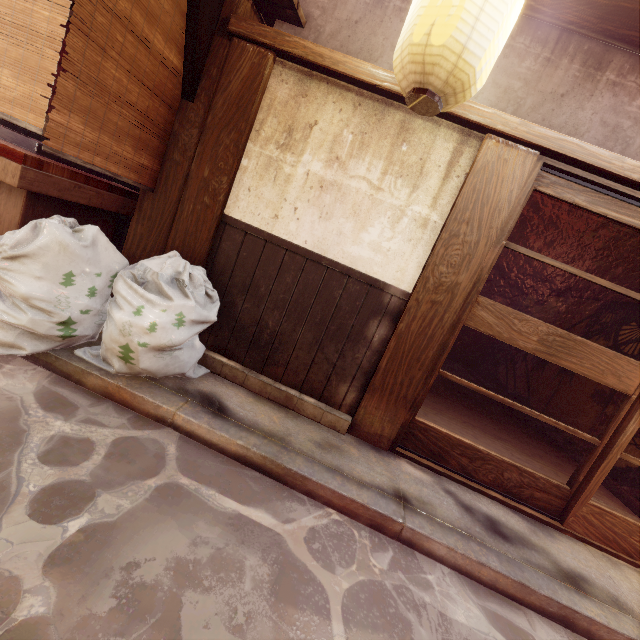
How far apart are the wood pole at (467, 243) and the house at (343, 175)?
0.0 meters

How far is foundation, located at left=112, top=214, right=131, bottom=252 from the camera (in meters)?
6.16

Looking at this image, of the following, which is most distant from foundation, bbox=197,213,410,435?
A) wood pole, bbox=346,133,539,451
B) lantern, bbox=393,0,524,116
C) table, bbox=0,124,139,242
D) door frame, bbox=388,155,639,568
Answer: lantern, bbox=393,0,524,116

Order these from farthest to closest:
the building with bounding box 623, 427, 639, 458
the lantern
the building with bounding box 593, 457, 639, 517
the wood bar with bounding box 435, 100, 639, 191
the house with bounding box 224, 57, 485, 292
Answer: the building with bounding box 623, 427, 639, 458, the building with bounding box 593, 457, 639, 517, the house with bounding box 224, 57, 485, 292, the wood bar with bounding box 435, 100, 639, 191, the lantern

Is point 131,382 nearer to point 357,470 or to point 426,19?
point 357,470

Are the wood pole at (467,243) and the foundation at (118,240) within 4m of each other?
no

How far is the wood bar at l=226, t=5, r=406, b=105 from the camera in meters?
4.7

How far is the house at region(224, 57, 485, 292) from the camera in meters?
4.9 m
